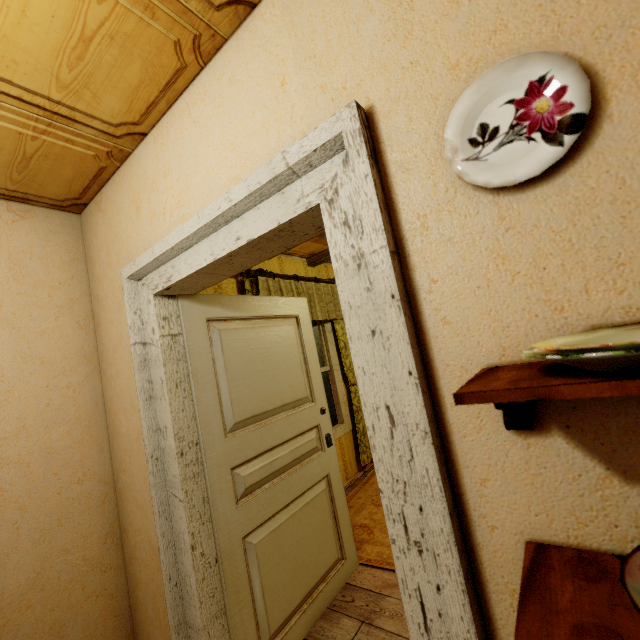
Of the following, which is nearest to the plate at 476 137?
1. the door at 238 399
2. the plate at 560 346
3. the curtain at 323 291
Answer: the plate at 560 346

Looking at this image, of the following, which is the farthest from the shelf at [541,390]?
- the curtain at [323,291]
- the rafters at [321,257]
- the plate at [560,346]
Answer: the curtain at [323,291]

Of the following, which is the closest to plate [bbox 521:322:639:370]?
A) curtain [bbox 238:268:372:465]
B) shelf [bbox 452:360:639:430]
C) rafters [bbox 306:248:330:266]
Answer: shelf [bbox 452:360:639:430]

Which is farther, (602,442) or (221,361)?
(221,361)

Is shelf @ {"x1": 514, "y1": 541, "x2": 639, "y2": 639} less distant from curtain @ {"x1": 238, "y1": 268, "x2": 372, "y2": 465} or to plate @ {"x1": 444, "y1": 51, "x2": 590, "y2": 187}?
plate @ {"x1": 444, "y1": 51, "x2": 590, "y2": 187}

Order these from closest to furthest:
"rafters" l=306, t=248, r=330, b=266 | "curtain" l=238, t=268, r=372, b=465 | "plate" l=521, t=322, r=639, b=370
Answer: "plate" l=521, t=322, r=639, b=370, "curtain" l=238, t=268, r=372, b=465, "rafters" l=306, t=248, r=330, b=266

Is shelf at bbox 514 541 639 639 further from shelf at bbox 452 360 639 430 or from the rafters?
the rafters

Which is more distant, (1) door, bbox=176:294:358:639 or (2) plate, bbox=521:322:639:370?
(1) door, bbox=176:294:358:639
